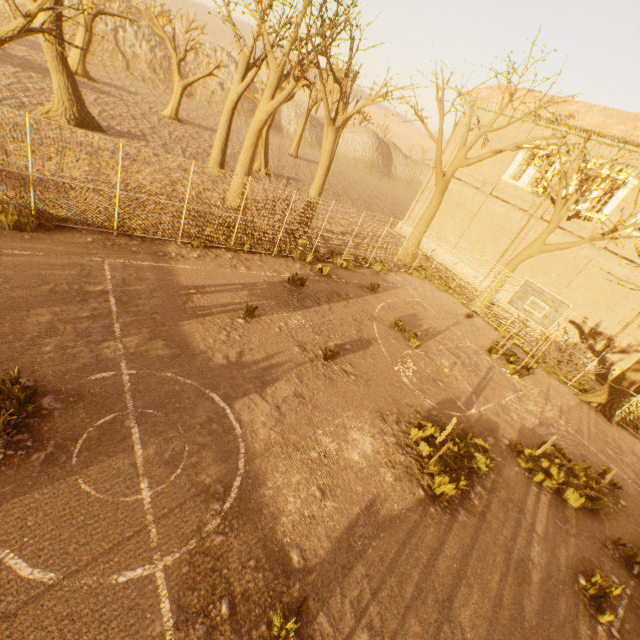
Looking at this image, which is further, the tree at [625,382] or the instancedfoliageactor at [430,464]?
the tree at [625,382]

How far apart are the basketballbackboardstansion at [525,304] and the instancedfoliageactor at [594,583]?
7.2 meters

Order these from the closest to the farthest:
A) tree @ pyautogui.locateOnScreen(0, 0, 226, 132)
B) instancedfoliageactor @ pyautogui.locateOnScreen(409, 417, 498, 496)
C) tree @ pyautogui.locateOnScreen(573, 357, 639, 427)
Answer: instancedfoliageactor @ pyautogui.locateOnScreen(409, 417, 498, 496), tree @ pyautogui.locateOnScreen(0, 0, 226, 132), tree @ pyautogui.locateOnScreen(573, 357, 639, 427)

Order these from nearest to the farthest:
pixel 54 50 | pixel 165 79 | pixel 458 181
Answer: pixel 54 50
pixel 458 181
pixel 165 79

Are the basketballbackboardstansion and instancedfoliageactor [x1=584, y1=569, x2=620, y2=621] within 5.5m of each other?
no

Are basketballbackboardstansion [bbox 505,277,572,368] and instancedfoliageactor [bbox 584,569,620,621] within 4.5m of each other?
no

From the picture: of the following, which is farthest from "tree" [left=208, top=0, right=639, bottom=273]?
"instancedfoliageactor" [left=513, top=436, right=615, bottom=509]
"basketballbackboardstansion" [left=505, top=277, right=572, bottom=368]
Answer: "instancedfoliageactor" [left=513, top=436, right=615, bottom=509]

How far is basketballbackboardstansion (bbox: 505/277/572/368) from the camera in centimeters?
1118cm
